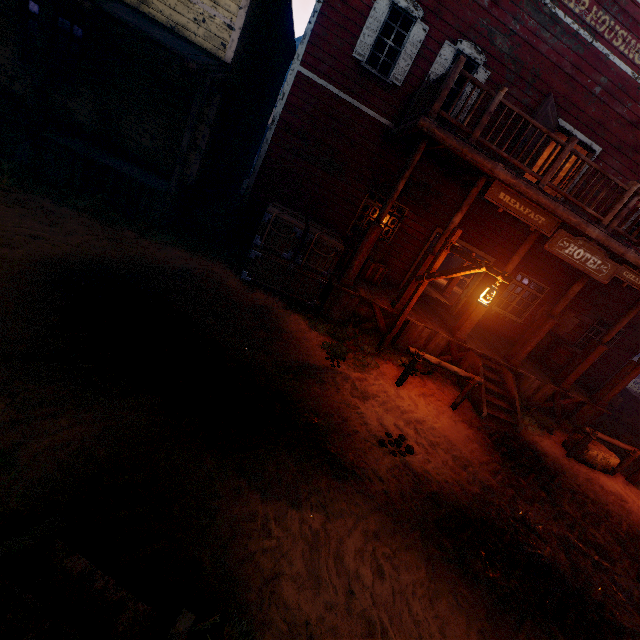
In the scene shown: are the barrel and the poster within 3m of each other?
yes

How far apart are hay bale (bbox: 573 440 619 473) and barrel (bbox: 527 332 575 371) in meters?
3.1 m

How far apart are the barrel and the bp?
5.1 meters

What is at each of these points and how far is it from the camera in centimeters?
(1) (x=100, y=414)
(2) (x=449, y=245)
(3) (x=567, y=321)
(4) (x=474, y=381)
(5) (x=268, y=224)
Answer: (1) z, 331cm
(2) light pole, 685cm
(3) poster, 1198cm
(4) horse pole, 704cm
(5) wooden box, 750cm

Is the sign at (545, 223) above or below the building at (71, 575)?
above

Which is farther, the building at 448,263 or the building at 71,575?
the building at 448,263

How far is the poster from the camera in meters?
→ 11.9 m

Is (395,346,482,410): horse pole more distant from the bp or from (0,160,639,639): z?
the bp
